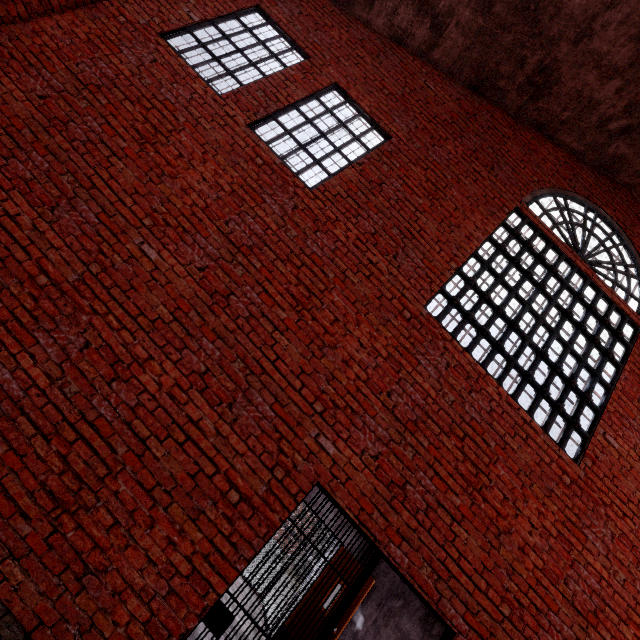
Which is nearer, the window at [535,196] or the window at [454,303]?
the window at [454,303]

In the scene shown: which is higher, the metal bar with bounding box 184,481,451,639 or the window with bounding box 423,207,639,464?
the window with bounding box 423,207,639,464

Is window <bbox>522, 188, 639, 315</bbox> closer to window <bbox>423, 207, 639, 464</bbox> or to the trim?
window <bbox>423, 207, 639, 464</bbox>

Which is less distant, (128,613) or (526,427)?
(128,613)

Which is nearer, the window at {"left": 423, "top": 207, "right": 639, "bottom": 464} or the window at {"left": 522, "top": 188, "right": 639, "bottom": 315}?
the window at {"left": 423, "top": 207, "right": 639, "bottom": 464}

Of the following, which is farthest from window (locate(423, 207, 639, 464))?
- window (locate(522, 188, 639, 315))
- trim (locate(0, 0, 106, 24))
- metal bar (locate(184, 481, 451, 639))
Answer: trim (locate(0, 0, 106, 24))

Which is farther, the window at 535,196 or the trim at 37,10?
the window at 535,196

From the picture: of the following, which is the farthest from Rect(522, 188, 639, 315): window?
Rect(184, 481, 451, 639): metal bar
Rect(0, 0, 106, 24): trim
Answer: Rect(0, 0, 106, 24): trim
